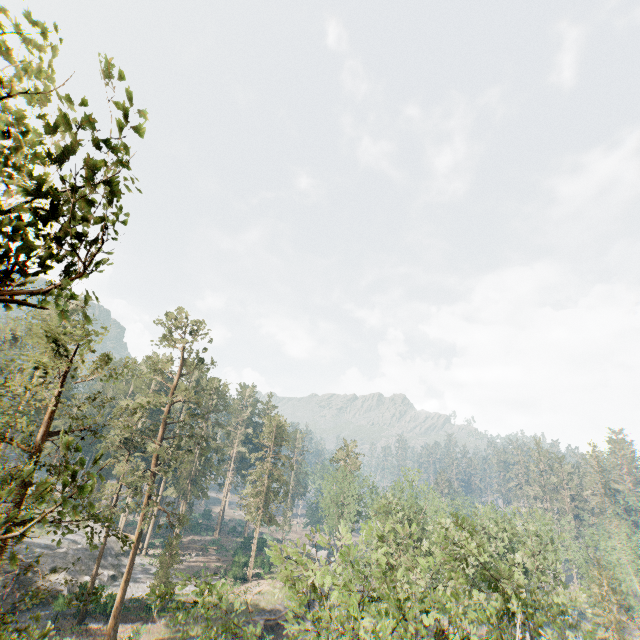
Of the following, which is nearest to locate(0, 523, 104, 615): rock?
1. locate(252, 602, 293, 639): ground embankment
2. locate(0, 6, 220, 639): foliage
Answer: locate(0, 6, 220, 639): foliage

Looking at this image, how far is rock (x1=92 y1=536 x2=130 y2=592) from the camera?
39.9m

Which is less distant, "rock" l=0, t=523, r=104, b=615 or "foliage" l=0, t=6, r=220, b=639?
"foliage" l=0, t=6, r=220, b=639

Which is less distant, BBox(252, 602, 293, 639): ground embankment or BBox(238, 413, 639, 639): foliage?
BBox(238, 413, 639, 639): foliage

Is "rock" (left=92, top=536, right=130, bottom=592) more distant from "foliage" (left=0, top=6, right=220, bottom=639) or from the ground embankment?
the ground embankment

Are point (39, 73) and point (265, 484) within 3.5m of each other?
no

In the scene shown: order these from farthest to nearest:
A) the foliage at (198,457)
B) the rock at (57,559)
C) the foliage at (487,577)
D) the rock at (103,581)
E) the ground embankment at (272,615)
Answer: the rock at (103,581) < the ground embankment at (272,615) < the rock at (57,559) < the foliage at (487,577) < the foliage at (198,457)

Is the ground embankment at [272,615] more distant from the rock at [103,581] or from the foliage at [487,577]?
the rock at [103,581]
